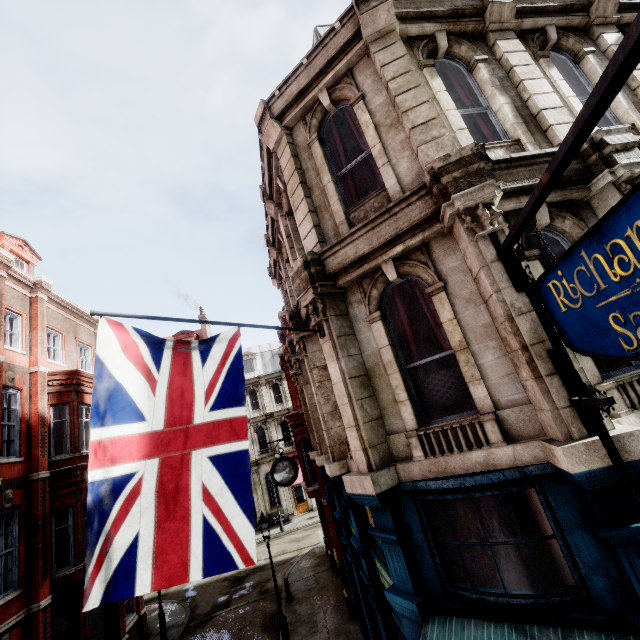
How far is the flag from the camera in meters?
3.5

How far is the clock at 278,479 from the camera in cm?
1151

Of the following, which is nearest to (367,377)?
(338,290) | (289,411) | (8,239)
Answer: (338,290)

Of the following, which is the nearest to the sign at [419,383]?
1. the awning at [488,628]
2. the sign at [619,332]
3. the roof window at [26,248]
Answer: the sign at [619,332]

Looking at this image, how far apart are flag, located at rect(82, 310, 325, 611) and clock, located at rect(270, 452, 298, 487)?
7.78m

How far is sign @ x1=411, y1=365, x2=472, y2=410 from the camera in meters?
4.7

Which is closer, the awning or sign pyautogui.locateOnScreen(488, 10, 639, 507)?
sign pyautogui.locateOnScreen(488, 10, 639, 507)

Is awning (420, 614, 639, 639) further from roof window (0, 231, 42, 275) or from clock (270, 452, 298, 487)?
roof window (0, 231, 42, 275)
